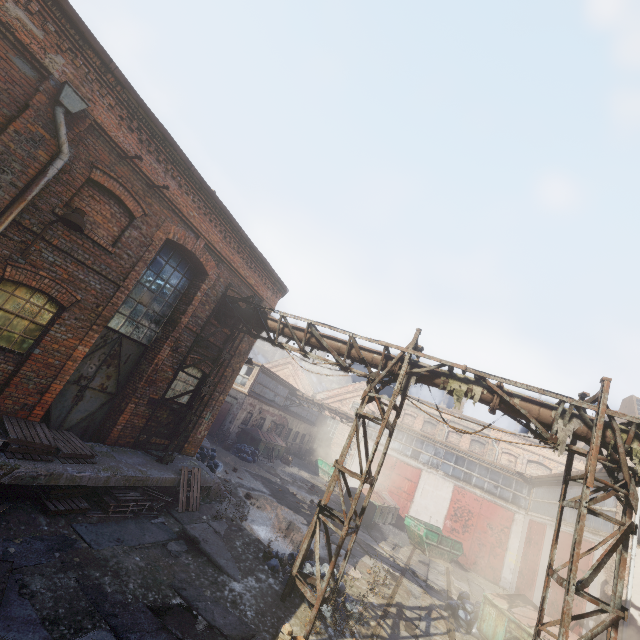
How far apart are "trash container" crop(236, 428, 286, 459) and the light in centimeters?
2016cm

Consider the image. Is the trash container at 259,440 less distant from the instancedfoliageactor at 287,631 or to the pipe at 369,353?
the pipe at 369,353

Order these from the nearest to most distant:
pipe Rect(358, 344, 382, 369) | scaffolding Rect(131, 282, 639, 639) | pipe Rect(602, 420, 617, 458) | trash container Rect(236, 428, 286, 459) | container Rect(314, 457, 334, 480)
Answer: scaffolding Rect(131, 282, 639, 639), pipe Rect(602, 420, 617, 458), pipe Rect(358, 344, 382, 369), trash container Rect(236, 428, 286, 459), container Rect(314, 457, 334, 480)

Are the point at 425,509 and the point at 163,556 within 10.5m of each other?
no

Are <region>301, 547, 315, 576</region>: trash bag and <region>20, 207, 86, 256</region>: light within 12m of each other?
yes

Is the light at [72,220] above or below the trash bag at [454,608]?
above

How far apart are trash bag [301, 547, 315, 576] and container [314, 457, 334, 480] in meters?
20.1 m

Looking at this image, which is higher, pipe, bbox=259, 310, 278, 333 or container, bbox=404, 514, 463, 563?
pipe, bbox=259, 310, 278, 333
